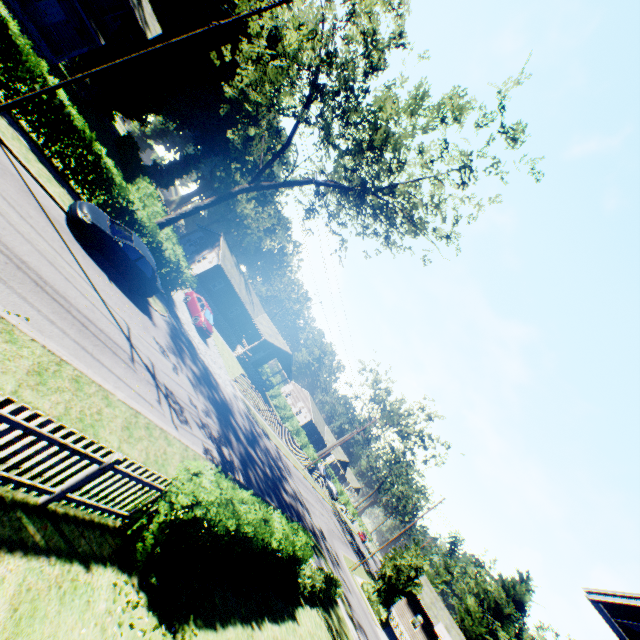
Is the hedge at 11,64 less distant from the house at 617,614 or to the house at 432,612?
the house at 617,614

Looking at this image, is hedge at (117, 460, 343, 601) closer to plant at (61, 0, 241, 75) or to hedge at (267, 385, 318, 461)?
plant at (61, 0, 241, 75)

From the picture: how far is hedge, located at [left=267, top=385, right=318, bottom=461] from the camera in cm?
4812

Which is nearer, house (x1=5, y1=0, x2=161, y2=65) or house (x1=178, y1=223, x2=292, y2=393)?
house (x1=5, y1=0, x2=161, y2=65)

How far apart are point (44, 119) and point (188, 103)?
47.4m

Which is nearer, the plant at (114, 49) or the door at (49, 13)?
the door at (49, 13)

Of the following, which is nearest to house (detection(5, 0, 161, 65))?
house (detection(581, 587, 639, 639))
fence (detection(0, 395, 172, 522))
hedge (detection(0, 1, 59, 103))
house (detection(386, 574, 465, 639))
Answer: hedge (detection(0, 1, 59, 103))

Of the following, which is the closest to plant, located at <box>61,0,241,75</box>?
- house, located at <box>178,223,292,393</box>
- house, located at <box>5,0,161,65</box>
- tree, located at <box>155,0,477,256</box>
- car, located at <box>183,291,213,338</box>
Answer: house, located at <box>5,0,161,65</box>
